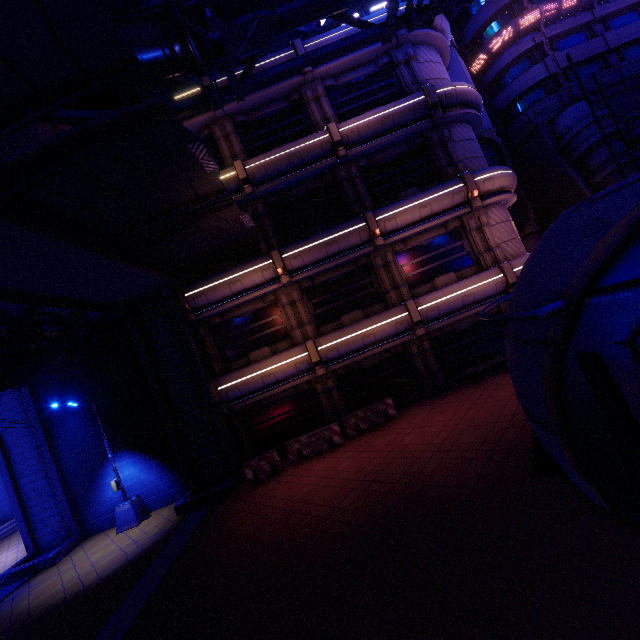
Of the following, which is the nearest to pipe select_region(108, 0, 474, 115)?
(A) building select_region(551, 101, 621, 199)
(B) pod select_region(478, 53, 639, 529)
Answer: (A) building select_region(551, 101, 621, 199)

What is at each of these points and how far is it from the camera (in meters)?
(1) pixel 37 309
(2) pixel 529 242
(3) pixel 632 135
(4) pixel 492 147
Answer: (1) walkway, 10.66
(2) building, 24.17
(3) pipe, 20.89
(4) vent, 24.06

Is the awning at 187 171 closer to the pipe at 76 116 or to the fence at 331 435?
the pipe at 76 116

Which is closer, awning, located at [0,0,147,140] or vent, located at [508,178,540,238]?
awning, located at [0,0,147,140]

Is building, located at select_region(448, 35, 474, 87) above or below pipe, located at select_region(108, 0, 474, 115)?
above

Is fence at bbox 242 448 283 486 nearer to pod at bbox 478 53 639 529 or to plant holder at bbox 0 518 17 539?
pod at bbox 478 53 639 529

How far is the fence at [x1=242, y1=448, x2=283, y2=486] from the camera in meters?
13.2

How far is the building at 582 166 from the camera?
20.3m
